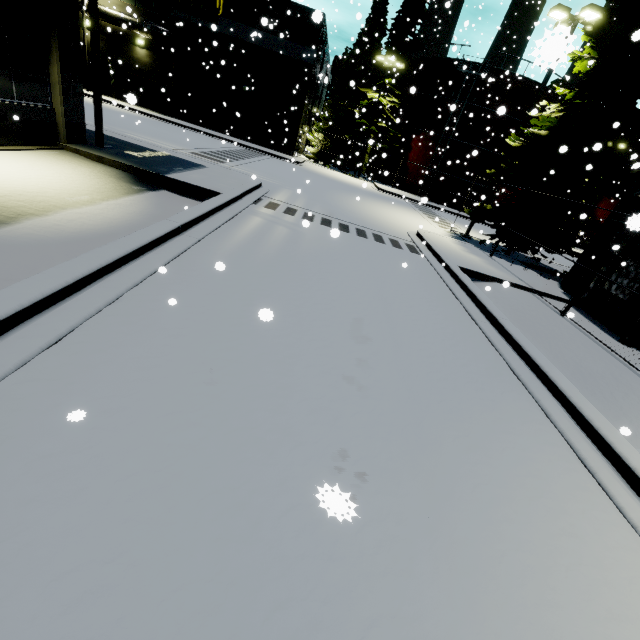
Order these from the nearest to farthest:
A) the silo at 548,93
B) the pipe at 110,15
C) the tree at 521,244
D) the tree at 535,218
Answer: the tree at 535,218, the tree at 521,244, the pipe at 110,15, the silo at 548,93

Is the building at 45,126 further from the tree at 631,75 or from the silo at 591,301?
the tree at 631,75

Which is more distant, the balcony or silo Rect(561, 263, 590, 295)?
silo Rect(561, 263, 590, 295)

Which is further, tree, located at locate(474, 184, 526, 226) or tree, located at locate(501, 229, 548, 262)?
tree, located at locate(501, 229, 548, 262)

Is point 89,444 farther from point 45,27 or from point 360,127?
point 360,127

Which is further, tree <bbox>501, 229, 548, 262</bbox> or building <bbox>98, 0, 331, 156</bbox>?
building <bbox>98, 0, 331, 156</bbox>

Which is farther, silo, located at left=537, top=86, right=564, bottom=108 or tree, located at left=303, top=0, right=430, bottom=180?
silo, located at left=537, top=86, right=564, bottom=108

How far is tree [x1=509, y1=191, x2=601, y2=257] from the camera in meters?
14.1 m
